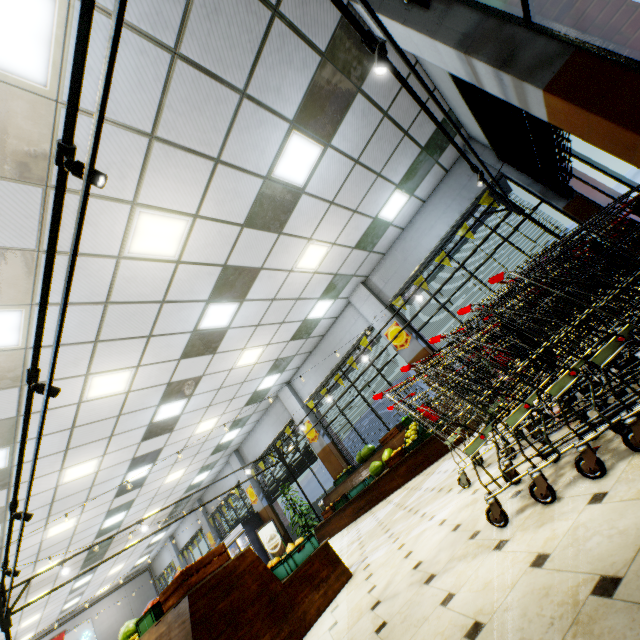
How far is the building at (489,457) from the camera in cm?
326

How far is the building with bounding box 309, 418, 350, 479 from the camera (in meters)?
11.11

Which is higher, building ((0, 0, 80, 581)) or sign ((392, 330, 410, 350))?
building ((0, 0, 80, 581))

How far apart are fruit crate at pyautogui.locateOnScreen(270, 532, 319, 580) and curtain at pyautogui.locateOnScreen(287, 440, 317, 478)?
7.7 meters

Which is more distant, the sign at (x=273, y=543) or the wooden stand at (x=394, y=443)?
the sign at (x=273, y=543)

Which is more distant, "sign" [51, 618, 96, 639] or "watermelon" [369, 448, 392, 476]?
"sign" [51, 618, 96, 639]

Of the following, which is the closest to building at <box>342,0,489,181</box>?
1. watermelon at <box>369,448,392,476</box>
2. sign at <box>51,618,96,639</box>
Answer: sign at <box>51,618,96,639</box>

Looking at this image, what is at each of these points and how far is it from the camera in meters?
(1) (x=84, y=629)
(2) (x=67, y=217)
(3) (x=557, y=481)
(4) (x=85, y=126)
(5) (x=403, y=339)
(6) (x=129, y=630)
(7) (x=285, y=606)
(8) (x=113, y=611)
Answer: (1) sign, 18.6 m
(2) building, 3.8 m
(3) building, 2.1 m
(4) building, 3.3 m
(5) sign, 9.3 m
(6) watermelon, 4.8 m
(7) wooden stand, 3.2 m
(8) building, 19.8 m
